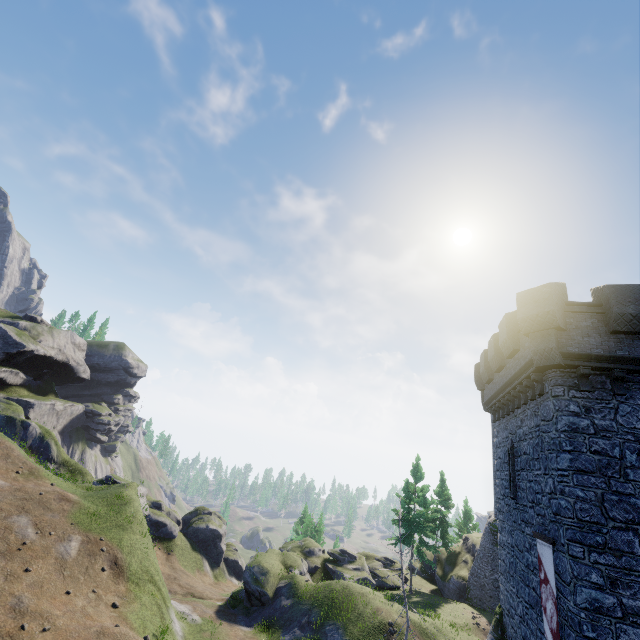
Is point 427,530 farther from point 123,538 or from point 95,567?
point 95,567

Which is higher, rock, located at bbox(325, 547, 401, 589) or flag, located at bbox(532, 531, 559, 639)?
flag, located at bbox(532, 531, 559, 639)

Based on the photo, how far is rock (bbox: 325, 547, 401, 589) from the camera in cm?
3045

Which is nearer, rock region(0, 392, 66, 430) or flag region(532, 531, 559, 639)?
flag region(532, 531, 559, 639)

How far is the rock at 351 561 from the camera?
30.45m

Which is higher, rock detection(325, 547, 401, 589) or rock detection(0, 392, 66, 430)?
rock detection(0, 392, 66, 430)

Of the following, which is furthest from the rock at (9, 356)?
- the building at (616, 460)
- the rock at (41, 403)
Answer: the building at (616, 460)

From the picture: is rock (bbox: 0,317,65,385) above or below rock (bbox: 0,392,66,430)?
above
